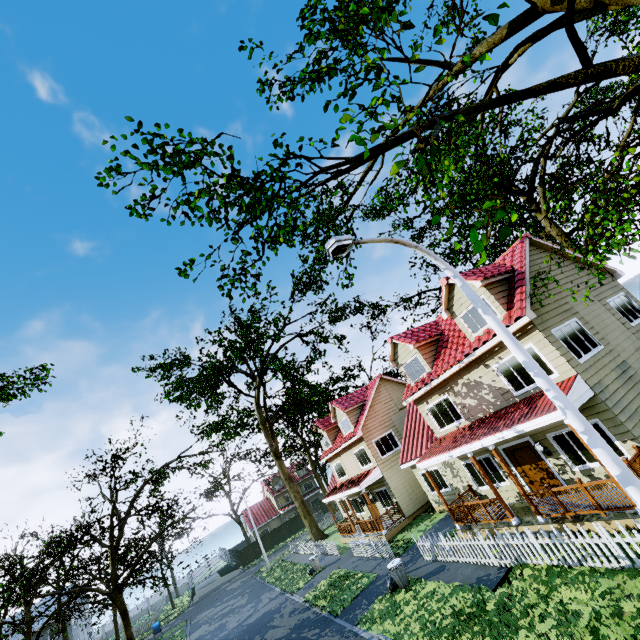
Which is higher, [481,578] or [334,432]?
[334,432]

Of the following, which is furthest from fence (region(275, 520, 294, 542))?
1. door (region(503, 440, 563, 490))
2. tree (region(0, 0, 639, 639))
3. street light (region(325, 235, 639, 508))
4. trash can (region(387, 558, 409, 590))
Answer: door (region(503, 440, 563, 490))

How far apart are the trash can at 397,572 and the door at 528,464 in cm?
607

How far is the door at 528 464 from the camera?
12.3m

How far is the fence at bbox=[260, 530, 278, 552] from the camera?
47.9m

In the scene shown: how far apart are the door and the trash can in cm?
607

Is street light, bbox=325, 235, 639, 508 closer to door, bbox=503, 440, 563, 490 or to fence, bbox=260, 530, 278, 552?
fence, bbox=260, 530, 278, 552
